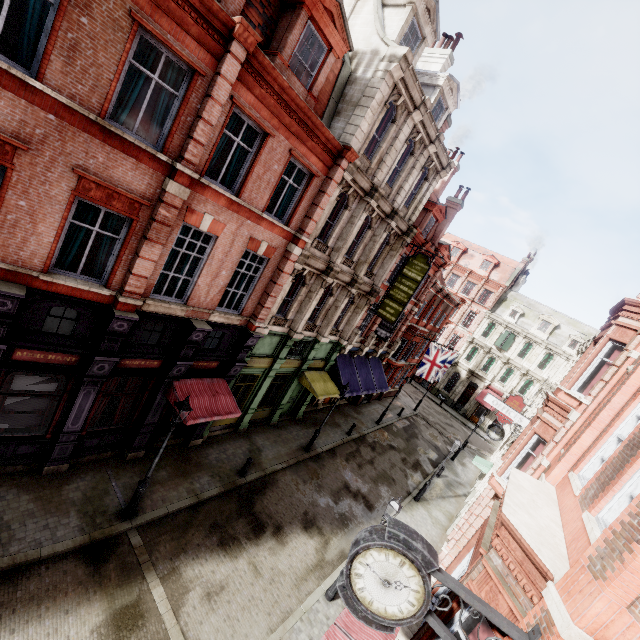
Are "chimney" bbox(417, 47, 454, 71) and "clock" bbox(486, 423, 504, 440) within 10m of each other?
no

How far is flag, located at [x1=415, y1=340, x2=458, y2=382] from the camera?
26.1 meters

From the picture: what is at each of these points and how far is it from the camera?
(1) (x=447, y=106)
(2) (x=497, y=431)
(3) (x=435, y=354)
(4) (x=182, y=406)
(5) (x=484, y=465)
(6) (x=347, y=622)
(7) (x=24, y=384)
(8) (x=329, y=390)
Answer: (1) roof window, 17.5 meters
(2) clock, 19.8 meters
(3) flag, 26.5 meters
(4) street light, 9.5 meters
(5) awning, 23.0 meters
(6) awning, 8.0 meters
(7) sign, 9.1 meters
(8) awning, 19.3 meters

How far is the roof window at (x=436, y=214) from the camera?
21.4 meters

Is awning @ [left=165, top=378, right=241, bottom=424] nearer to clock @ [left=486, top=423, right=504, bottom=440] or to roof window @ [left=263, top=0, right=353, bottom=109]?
A: roof window @ [left=263, top=0, right=353, bottom=109]

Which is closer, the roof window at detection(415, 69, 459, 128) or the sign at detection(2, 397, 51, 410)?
the sign at detection(2, 397, 51, 410)

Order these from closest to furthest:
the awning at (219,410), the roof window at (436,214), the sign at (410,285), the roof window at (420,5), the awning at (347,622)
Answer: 1. the awning at (347,622)
2. the awning at (219,410)
3. the roof window at (420,5)
4. the sign at (410,285)
5. the roof window at (436,214)

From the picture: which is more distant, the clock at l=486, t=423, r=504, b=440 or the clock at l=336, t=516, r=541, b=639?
the clock at l=486, t=423, r=504, b=440
